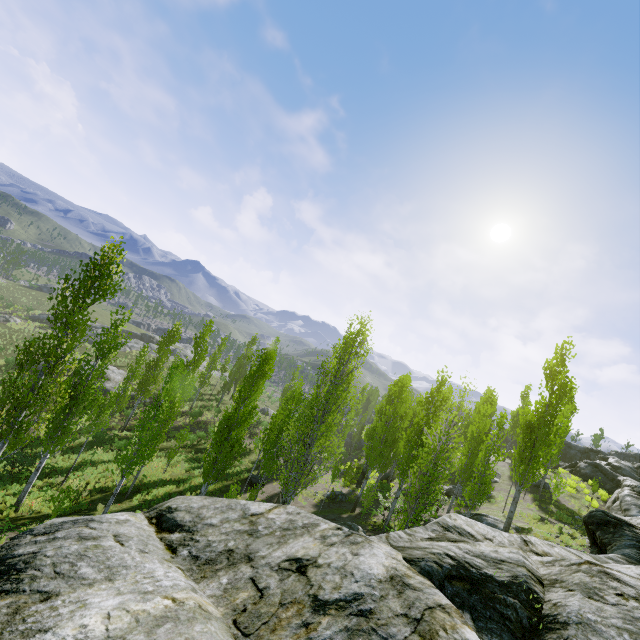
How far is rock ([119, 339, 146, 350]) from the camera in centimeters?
5466cm

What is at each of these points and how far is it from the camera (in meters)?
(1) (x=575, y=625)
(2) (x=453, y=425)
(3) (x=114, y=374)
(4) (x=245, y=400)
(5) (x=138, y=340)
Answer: (1) rock, 3.56
(2) instancedfoliageactor, 14.80
(3) rock, 40.62
(4) instancedfoliageactor, 16.69
(5) rock, 59.59

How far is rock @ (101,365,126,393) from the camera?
37.1m

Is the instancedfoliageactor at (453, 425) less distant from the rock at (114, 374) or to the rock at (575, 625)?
the rock at (575, 625)

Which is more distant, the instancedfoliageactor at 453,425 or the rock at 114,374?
the rock at 114,374

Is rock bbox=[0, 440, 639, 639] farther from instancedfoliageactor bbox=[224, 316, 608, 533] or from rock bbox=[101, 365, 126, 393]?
rock bbox=[101, 365, 126, 393]

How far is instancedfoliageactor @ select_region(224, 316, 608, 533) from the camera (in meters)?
14.62
